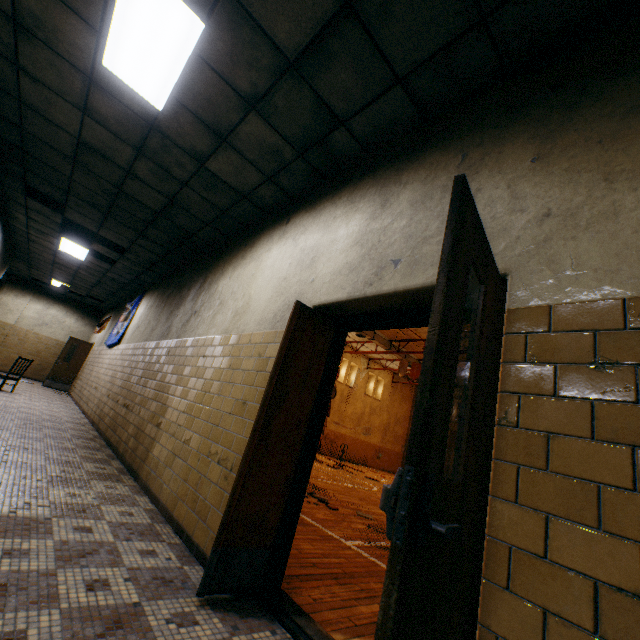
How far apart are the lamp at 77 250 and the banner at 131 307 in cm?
167

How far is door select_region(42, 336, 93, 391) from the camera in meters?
12.7

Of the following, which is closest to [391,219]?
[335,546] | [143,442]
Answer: [335,546]

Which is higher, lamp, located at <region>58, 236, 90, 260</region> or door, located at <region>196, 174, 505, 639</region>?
lamp, located at <region>58, 236, 90, 260</region>

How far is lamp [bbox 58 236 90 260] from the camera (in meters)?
8.42

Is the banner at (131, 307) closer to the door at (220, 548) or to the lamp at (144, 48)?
the lamp at (144, 48)

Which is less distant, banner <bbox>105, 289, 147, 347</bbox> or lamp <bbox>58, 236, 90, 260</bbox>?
lamp <bbox>58, 236, 90, 260</bbox>

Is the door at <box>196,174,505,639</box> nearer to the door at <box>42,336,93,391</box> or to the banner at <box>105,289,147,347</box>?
the banner at <box>105,289,147,347</box>
